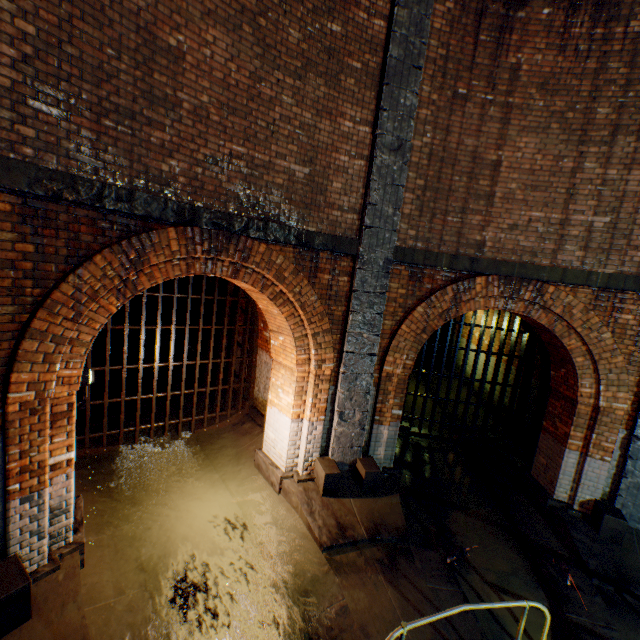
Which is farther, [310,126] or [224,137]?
[310,126]

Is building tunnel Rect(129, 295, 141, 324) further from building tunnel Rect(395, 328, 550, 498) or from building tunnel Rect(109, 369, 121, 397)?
building tunnel Rect(395, 328, 550, 498)

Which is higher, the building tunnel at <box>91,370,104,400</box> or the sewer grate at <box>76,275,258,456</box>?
the sewer grate at <box>76,275,258,456</box>

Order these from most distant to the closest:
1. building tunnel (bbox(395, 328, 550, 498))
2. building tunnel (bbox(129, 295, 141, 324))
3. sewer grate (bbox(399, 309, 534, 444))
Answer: building tunnel (bbox(129, 295, 141, 324)), sewer grate (bbox(399, 309, 534, 444)), building tunnel (bbox(395, 328, 550, 498))

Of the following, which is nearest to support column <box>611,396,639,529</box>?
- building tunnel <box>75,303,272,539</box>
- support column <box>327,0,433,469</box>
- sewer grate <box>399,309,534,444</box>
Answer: support column <box>327,0,433,469</box>

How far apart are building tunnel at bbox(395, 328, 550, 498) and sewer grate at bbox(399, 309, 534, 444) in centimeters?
0cm

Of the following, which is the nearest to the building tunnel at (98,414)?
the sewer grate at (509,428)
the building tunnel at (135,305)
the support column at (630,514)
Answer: the sewer grate at (509,428)

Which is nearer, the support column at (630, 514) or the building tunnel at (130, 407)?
the support column at (630, 514)
